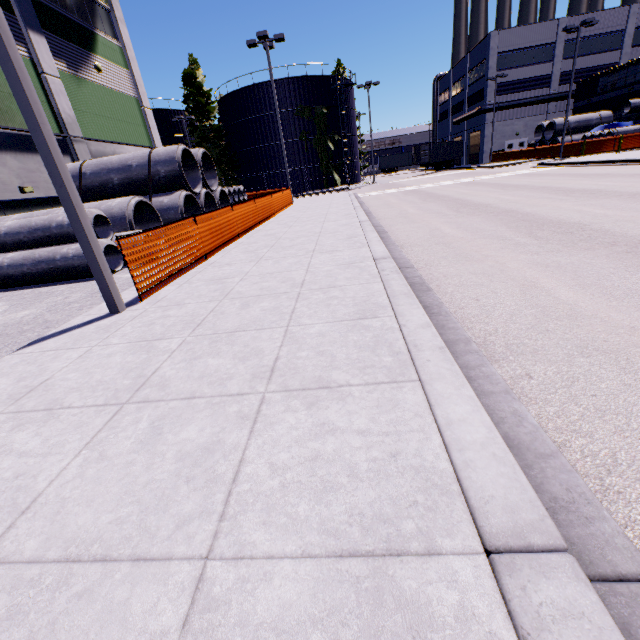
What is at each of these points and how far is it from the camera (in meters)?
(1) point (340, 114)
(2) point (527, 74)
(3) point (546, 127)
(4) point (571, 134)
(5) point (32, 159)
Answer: (1) silo, 39.84
(2) building, 41.75
(3) concrete pipe stack, 35.19
(4) concrete pipe stack, 34.03
(5) building, 13.60

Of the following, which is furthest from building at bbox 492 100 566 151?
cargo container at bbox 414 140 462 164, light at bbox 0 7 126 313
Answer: light at bbox 0 7 126 313

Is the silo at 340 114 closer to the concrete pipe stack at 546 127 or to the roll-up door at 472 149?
the concrete pipe stack at 546 127

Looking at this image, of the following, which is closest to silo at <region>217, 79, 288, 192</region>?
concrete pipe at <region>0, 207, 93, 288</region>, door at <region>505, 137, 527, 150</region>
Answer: door at <region>505, 137, 527, 150</region>

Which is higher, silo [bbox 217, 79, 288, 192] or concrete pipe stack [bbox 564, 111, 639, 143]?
silo [bbox 217, 79, 288, 192]

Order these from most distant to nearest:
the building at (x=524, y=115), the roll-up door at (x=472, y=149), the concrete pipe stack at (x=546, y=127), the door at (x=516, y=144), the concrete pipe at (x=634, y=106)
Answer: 1. the roll-up door at (x=472, y=149)
2. the door at (x=516, y=144)
3. the building at (x=524, y=115)
4. the concrete pipe stack at (x=546, y=127)
5. the concrete pipe at (x=634, y=106)

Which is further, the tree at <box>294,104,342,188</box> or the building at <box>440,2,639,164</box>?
the tree at <box>294,104,342,188</box>

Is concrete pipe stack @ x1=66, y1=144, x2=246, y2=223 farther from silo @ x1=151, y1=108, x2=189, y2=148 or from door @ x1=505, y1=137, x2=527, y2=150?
door @ x1=505, y1=137, x2=527, y2=150
